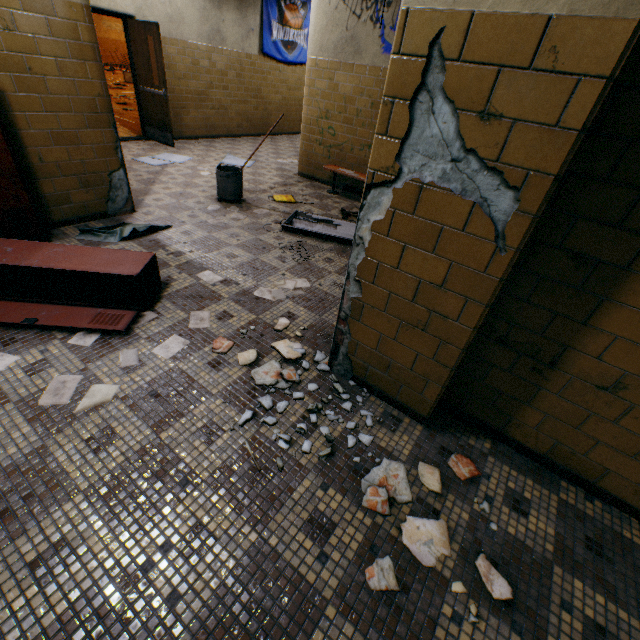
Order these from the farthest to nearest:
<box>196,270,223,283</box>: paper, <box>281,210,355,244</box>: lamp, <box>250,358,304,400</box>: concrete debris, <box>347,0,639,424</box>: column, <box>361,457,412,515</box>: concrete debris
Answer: <box>281,210,355,244</box>: lamp
<box>196,270,223,283</box>: paper
<box>250,358,304,400</box>: concrete debris
<box>361,457,412,515</box>: concrete debris
<box>347,0,639,424</box>: column

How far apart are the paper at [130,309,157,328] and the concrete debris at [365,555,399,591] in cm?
225

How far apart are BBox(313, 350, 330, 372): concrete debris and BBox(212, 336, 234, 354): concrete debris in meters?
0.3

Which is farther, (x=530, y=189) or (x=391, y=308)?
(x=391, y=308)

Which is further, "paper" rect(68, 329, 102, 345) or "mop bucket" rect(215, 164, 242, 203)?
"mop bucket" rect(215, 164, 242, 203)

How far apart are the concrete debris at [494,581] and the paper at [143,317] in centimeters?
267cm

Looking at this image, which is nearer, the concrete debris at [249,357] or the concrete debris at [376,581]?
the concrete debris at [376,581]

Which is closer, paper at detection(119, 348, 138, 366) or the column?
the column
